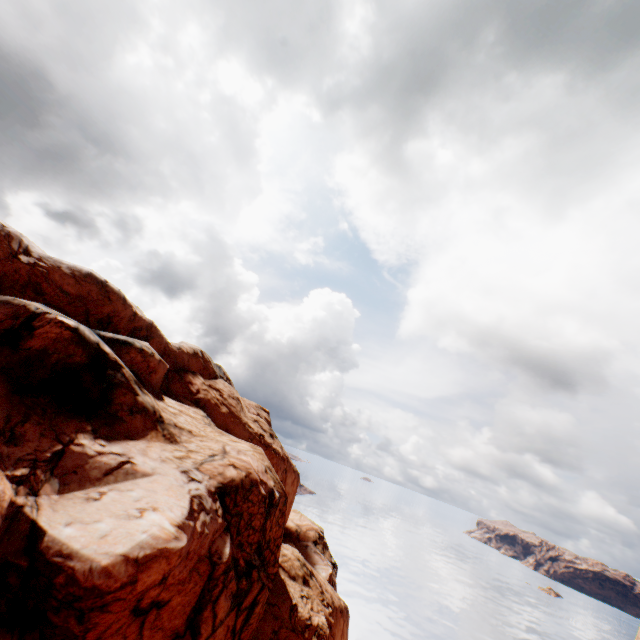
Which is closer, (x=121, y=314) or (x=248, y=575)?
(x=248, y=575)
